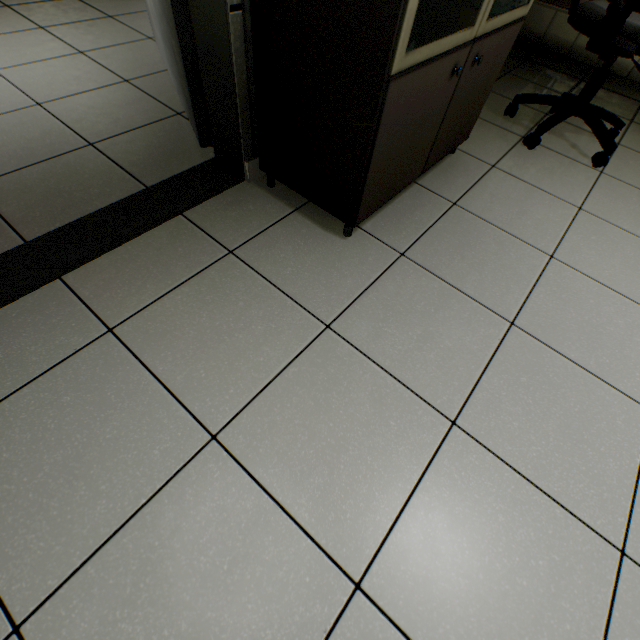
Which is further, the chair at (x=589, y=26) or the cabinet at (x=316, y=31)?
the chair at (x=589, y=26)

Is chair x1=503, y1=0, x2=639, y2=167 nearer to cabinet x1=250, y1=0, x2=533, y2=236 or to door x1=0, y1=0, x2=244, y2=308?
cabinet x1=250, y1=0, x2=533, y2=236

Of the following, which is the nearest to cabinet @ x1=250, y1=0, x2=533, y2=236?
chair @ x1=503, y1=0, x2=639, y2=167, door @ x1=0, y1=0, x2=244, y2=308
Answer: door @ x1=0, y1=0, x2=244, y2=308

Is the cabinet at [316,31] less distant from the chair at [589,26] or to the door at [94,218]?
the door at [94,218]

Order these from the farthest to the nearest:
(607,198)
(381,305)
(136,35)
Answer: (136,35)
(607,198)
(381,305)

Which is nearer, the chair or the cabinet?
the cabinet
